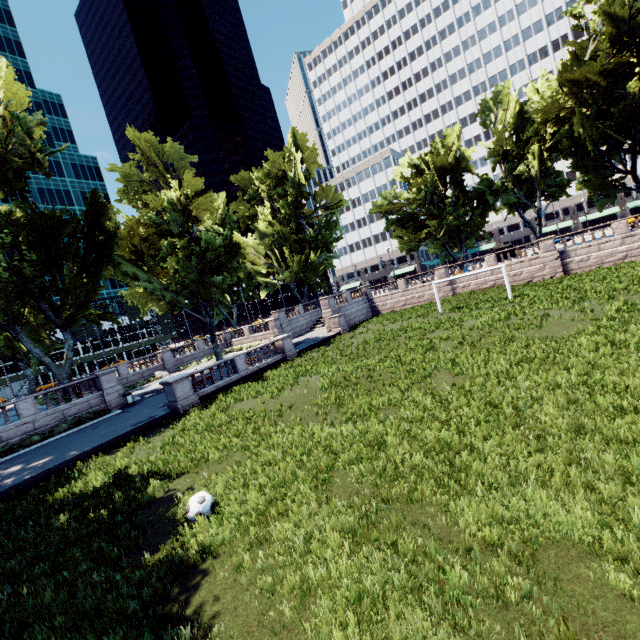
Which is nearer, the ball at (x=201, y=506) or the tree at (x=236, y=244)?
the ball at (x=201, y=506)

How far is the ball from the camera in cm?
784

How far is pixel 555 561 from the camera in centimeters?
486cm

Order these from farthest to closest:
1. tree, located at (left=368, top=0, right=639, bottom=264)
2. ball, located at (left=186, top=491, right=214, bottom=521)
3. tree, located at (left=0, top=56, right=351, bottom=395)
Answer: tree, located at (left=368, top=0, right=639, bottom=264) < tree, located at (left=0, top=56, right=351, bottom=395) < ball, located at (left=186, top=491, right=214, bottom=521)

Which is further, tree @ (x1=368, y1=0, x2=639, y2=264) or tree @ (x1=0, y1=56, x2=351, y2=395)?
tree @ (x1=368, y1=0, x2=639, y2=264)

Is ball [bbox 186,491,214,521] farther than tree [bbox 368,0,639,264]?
No
